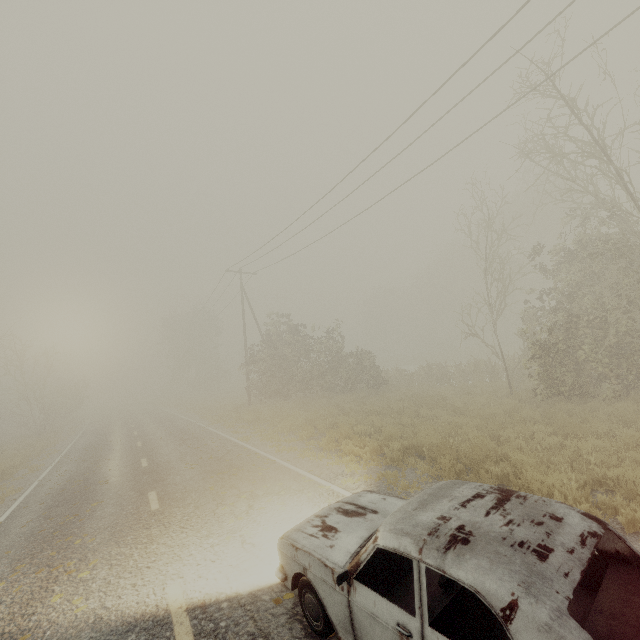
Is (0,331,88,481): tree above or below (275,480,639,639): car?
above

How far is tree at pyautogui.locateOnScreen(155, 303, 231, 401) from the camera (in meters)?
48.66

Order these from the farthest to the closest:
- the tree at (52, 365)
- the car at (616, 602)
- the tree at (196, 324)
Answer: the tree at (196, 324) → the tree at (52, 365) → the car at (616, 602)

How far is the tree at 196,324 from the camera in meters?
48.7

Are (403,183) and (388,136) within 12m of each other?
yes

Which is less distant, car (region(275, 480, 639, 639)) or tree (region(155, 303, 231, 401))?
car (region(275, 480, 639, 639))

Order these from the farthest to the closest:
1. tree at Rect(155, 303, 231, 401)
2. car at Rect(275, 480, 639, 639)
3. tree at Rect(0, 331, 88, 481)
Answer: tree at Rect(155, 303, 231, 401)
tree at Rect(0, 331, 88, 481)
car at Rect(275, 480, 639, 639)
